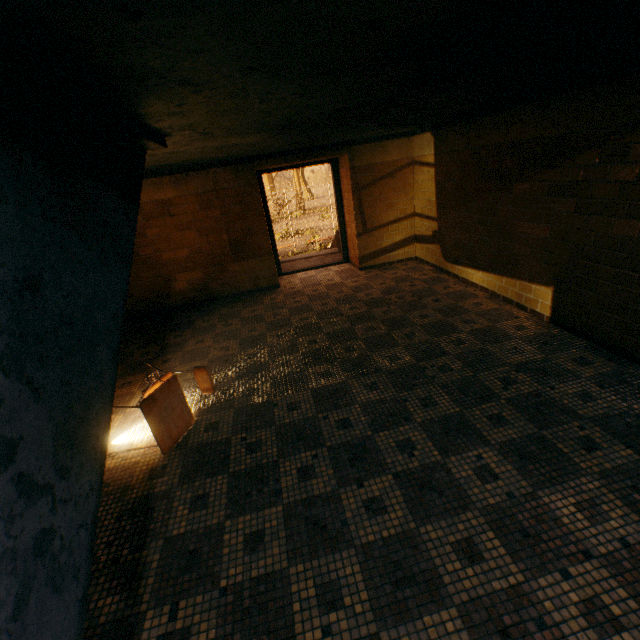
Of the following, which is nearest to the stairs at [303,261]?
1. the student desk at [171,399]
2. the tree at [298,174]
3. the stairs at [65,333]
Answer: the stairs at [65,333]

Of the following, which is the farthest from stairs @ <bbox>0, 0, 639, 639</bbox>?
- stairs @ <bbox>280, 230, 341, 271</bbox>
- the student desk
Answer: stairs @ <bbox>280, 230, 341, 271</bbox>

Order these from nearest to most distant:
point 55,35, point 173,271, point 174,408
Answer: point 55,35 → point 174,408 → point 173,271

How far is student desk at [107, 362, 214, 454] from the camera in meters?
2.7

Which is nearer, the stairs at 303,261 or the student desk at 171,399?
the student desk at 171,399

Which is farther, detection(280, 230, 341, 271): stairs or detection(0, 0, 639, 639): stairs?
detection(280, 230, 341, 271): stairs

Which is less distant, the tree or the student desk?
the student desk

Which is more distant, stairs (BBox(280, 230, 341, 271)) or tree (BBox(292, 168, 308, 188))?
tree (BBox(292, 168, 308, 188))
